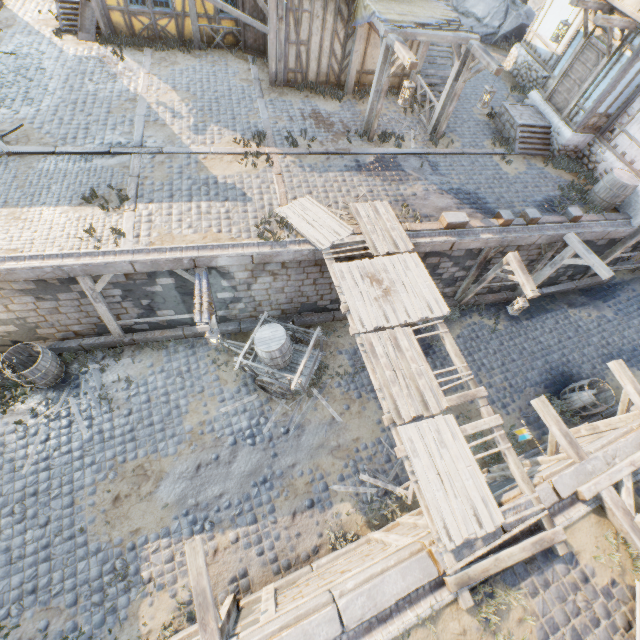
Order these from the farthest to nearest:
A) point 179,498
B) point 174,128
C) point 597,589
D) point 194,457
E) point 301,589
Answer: point 174,128, point 194,457, point 179,498, point 301,589, point 597,589

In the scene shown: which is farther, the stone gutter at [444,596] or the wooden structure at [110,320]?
the wooden structure at [110,320]

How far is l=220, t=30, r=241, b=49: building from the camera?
13.5m

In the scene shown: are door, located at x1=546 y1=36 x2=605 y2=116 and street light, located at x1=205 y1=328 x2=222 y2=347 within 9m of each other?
no

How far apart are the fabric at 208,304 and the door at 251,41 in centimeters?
1154cm

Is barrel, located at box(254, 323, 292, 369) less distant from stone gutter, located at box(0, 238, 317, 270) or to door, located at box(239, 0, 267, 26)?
stone gutter, located at box(0, 238, 317, 270)

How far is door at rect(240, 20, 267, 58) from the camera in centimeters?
1313cm

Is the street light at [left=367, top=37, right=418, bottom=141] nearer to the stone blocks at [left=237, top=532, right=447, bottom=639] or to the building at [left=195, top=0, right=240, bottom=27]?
the stone blocks at [left=237, top=532, right=447, bottom=639]
